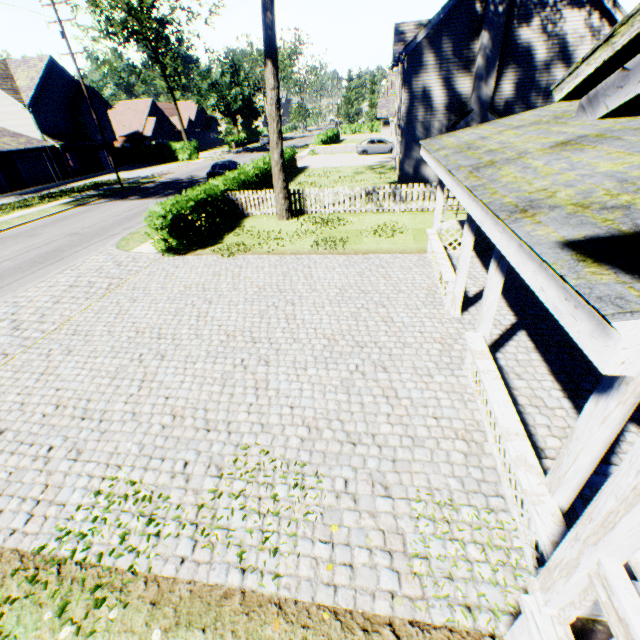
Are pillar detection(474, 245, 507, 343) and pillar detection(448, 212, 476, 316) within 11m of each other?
yes

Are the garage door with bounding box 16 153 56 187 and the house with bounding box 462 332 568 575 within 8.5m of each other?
no

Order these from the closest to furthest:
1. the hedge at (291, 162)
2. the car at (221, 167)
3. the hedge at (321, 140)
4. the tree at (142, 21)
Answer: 1. the car at (221, 167)
2. the hedge at (291, 162)
3. the tree at (142, 21)
4. the hedge at (321, 140)

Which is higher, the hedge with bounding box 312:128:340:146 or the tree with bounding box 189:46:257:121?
the tree with bounding box 189:46:257:121

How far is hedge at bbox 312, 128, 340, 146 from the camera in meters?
40.7

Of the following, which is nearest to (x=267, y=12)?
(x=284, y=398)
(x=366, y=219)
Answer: (x=366, y=219)

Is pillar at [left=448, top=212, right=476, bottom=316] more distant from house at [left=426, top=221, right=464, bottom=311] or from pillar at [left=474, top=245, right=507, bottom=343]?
pillar at [left=474, top=245, right=507, bottom=343]

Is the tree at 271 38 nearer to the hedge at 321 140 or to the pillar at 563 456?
the pillar at 563 456
